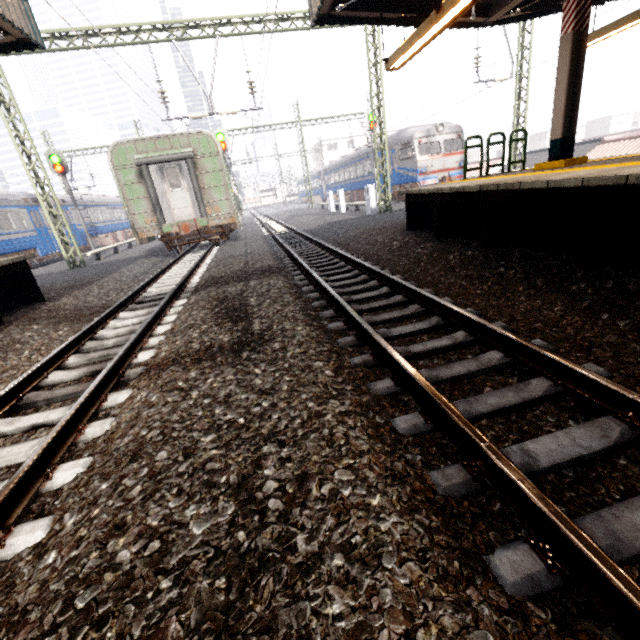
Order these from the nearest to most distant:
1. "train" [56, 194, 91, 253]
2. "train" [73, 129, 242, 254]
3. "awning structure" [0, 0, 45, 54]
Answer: "awning structure" [0, 0, 45, 54], "train" [73, 129, 242, 254], "train" [56, 194, 91, 253]

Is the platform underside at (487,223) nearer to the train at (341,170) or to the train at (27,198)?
the train at (341,170)

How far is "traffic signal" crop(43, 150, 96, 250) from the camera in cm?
1817

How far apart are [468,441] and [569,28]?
8.72m

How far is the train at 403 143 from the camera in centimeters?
1927cm

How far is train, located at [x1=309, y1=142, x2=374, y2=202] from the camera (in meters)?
26.22

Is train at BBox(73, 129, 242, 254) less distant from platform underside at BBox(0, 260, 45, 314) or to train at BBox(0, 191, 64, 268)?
platform underside at BBox(0, 260, 45, 314)

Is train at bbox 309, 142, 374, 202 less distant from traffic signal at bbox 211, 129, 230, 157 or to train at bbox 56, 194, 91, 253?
traffic signal at bbox 211, 129, 230, 157
